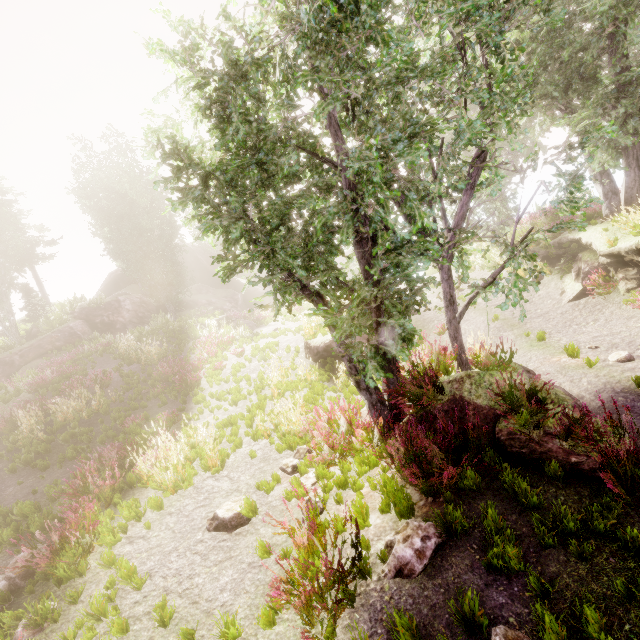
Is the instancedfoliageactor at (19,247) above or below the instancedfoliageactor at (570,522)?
above

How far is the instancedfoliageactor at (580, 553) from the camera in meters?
3.6 m

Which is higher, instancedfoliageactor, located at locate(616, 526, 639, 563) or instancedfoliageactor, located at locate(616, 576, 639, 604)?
instancedfoliageactor, located at locate(616, 526, 639, 563)

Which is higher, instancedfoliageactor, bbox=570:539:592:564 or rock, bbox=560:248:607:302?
rock, bbox=560:248:607:302

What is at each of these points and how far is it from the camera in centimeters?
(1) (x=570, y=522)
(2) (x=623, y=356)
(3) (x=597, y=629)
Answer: (1) instancedfoliageactor, 379cm
(2) instancedfoliageactor, 751cm
(3) instancedfoliageactor, 295cm

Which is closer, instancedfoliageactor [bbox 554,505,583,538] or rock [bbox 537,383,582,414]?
instancedfoliageactor [bbox 554,505,583,538]

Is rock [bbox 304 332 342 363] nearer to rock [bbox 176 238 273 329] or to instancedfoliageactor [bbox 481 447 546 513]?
instancedfoliageactor [bbox 481 447 546 513]

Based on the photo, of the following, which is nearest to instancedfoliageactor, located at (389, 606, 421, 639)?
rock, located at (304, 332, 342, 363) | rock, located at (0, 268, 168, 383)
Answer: rock, located at (0, 268, 168, 383)
